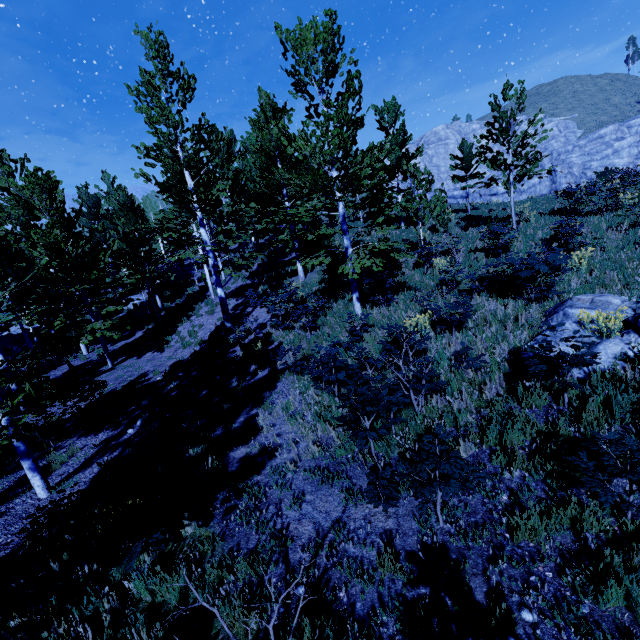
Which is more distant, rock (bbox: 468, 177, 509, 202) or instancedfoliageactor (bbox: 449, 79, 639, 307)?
rock (bbox: 468, 177, 509, 202)

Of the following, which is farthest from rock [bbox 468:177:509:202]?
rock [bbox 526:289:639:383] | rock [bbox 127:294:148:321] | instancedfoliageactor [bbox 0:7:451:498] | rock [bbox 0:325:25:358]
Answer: rock [bbox 0:325:25:358]

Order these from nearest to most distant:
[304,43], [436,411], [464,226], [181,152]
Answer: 1. [436,411]
2. [304,43]
3. [181,152]
4. [464,226]

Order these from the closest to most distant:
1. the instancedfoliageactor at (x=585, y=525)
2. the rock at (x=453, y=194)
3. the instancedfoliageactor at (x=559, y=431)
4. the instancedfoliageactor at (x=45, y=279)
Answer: the instancedfoliageactor at (x=585, y=525), the instancedfoliageactor at (x=559, y=431), the instancedfoliageactor at (x=45, y=279), the rock at (x=453, y=194)

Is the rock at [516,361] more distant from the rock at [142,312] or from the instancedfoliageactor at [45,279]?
the rock at [142,312]

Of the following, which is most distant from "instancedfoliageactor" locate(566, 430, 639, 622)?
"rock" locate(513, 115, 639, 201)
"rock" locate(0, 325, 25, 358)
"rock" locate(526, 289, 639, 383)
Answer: "rock" locate(513, 115, 639, 201)

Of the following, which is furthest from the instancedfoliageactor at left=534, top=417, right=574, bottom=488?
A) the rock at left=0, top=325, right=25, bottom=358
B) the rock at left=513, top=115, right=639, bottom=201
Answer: the rock at left=513, top=115, right=639, bottom=201

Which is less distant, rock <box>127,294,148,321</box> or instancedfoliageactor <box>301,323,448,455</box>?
instancedfoliageactor <box>301,323,448,455</box>
